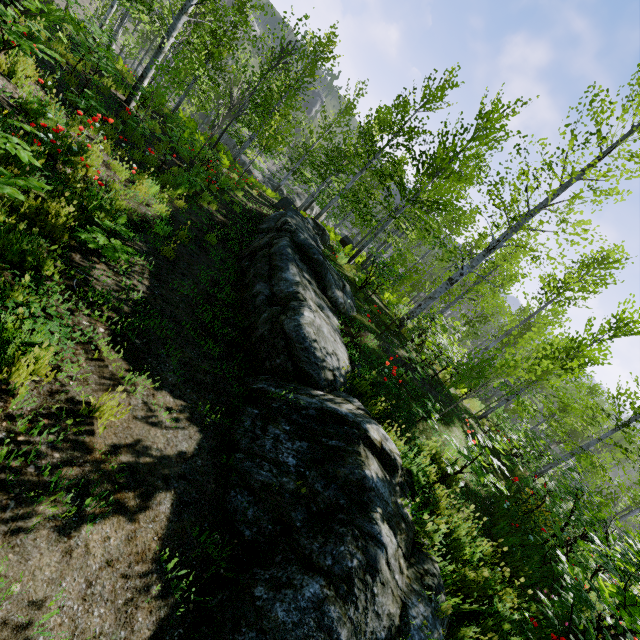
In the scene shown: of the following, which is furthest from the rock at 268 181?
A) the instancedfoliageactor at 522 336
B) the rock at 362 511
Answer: the rock at 362 511

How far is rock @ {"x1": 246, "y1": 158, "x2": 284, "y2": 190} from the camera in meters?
36.0 m

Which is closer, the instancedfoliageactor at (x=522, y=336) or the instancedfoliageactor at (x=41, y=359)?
the instancedfoliageactor at (x=41, y=359)

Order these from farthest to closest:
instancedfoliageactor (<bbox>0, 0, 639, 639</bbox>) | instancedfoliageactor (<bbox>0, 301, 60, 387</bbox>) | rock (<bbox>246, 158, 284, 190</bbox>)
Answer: rock (<bbox>246, 158, 284, 190</bbox>), instancedfoliageactor (<bbox>0, 0, 639, 639</bbox>), instancedfoliageactor (<bbox>0, 301, 60, 387</bbox>)

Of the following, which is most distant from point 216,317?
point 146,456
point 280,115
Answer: point 280,115

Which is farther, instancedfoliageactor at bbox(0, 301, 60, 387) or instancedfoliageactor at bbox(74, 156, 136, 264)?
instancedfoliageactor at bbox(74, 156, 136, 264)

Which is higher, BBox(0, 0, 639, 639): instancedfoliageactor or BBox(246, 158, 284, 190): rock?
BBox(0, 0, 639, 639): instancedfoliageactor
